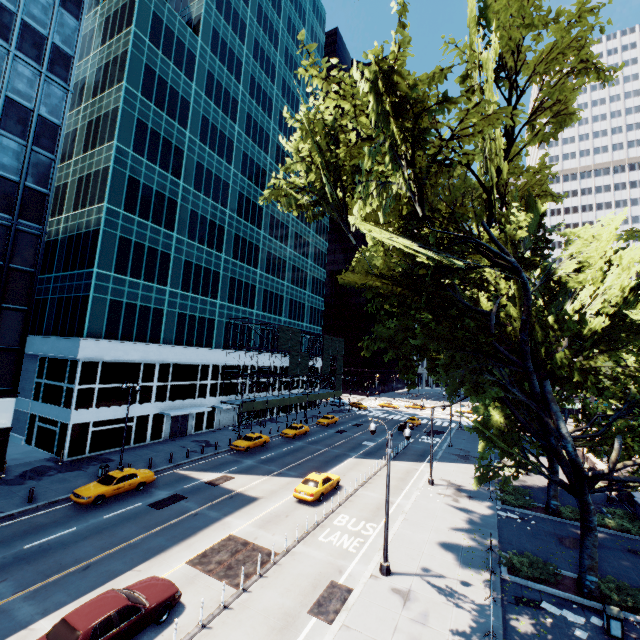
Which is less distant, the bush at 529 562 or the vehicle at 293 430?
the bush at 529 562

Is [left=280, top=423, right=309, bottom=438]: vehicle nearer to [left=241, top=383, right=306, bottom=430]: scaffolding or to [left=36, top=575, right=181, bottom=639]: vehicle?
[left=241, top=383, right=306, bottom=430]: scaffolding

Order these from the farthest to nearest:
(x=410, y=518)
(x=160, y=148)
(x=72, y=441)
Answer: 1. (x=160, y=148)
2. (x=72, y=441)
3. (x=410, y=518)

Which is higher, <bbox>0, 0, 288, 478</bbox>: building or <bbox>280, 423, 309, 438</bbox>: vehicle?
<bbox>0, 0, 288, 478</bbox>: building

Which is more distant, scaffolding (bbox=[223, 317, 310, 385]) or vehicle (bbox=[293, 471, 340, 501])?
scaffolding (bbox=[223, 317, 310, 385])

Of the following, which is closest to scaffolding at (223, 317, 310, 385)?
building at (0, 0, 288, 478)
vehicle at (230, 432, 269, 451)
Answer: building at (0, 0, 288, 478)

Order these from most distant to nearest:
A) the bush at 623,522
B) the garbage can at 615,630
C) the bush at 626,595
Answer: the bush at 623,522
the bush at 626,595
the garbage can at 615,630

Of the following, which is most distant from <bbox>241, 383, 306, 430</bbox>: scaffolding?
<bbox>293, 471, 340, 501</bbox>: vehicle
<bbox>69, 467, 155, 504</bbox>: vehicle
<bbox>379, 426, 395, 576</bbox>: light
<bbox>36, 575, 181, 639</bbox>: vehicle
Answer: <bbox>36, 575, 181, 639</bbox>: vehicle
